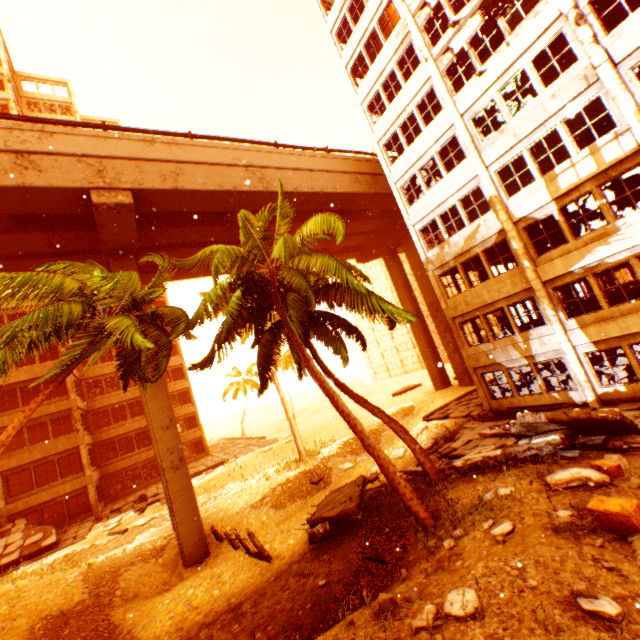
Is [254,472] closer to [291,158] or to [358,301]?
[358,301]

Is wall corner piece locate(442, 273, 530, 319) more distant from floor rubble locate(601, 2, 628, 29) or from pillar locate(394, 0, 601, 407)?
A: floor rubble locate(601, 2, 628, 29)

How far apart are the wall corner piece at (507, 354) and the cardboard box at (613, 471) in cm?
706

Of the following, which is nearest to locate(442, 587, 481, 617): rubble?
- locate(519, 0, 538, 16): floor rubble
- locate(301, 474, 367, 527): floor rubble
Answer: locate(301, 474, 367, 527): floor rubble

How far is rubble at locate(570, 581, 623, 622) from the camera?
3.9 meters

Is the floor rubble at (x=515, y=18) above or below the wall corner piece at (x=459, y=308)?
above

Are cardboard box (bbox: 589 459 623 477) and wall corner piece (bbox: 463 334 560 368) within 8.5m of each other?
yes
